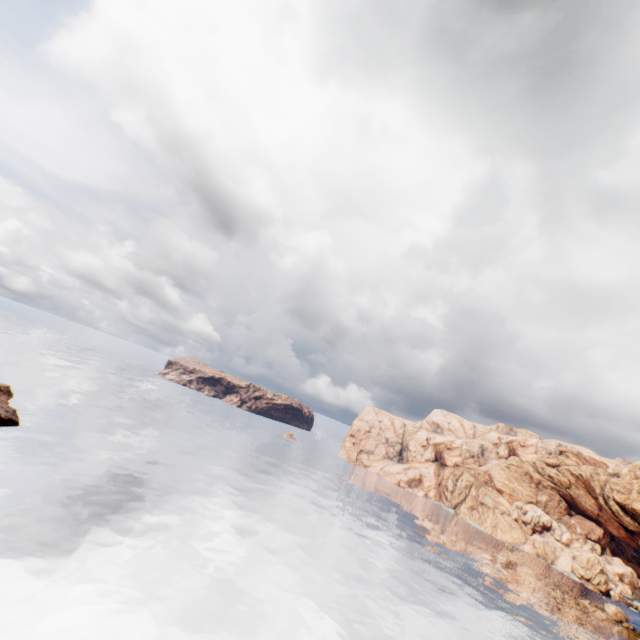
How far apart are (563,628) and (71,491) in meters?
84.3
